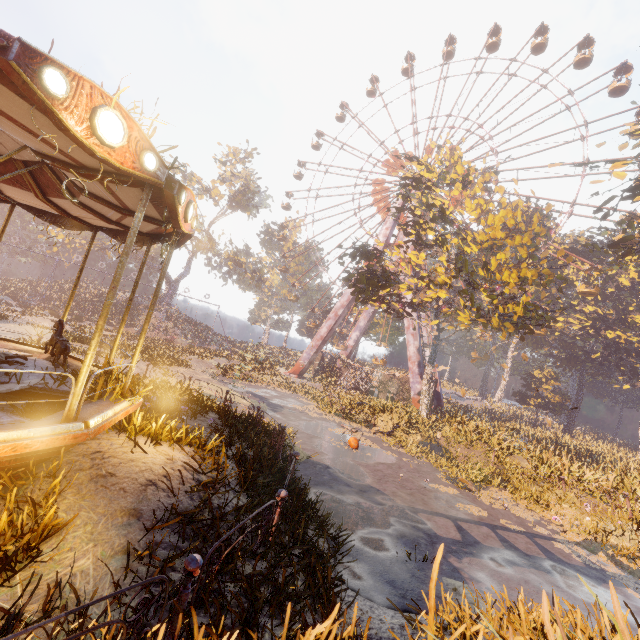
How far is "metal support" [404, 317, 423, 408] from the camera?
30.4m

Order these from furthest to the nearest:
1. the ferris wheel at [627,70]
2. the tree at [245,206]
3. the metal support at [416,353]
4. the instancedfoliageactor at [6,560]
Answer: the tree at [245,206] < the ferris wheel at [627,70] < the metal support at [416,353] < the instancedfoliageactor at [6,560]

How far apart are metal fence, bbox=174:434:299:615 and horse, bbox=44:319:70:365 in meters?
5.7 m

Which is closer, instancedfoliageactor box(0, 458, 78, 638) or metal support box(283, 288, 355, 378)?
instancedfoliageactor box(0, 458, 78, 638)

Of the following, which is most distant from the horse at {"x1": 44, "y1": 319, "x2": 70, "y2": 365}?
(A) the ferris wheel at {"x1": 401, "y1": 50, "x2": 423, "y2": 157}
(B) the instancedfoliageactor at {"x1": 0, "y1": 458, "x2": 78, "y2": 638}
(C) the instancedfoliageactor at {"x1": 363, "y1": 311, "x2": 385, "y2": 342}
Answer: (A) the ferris wheel at {"x1": 401, "y1": 50, "x2": 423, "y2": 157}

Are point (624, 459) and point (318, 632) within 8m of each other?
no

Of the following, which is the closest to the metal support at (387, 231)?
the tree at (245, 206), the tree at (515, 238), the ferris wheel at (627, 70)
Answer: the tree at (515, 238)

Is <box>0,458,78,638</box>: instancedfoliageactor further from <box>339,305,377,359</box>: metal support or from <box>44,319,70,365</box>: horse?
<box>339,305,377,359</box>: metal support
